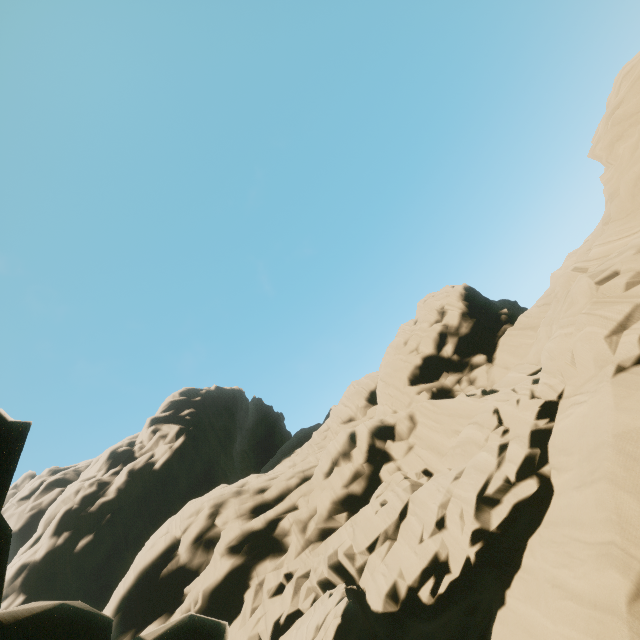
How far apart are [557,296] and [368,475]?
16.61m
